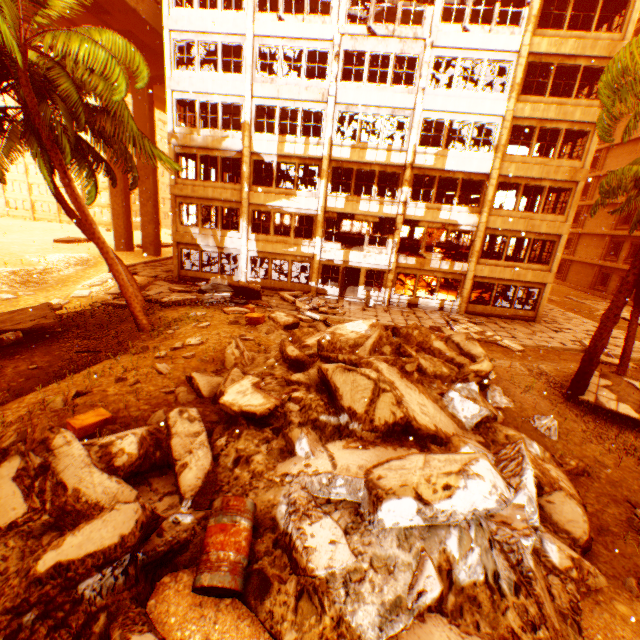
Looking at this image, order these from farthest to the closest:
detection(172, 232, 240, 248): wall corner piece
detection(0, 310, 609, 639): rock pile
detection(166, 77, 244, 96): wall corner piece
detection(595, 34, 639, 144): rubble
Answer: detection(172, 232, 240, 248): wall corner piece
detection(166, 77, 244, 96): wall corner piece
detection(595, 34, 639, 144): rubble
detection(0, 310, 609, 639): rock pile

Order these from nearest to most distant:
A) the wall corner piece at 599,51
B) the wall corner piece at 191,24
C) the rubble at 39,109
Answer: the rubble at 39,109
the wall corner piece at 599,51
the wall corner piece at 191,24

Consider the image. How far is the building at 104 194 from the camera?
54.62m

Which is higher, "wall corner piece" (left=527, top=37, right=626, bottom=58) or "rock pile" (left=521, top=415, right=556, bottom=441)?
"wall corner piece" (left=527, top=37, right=626, bottom=58)

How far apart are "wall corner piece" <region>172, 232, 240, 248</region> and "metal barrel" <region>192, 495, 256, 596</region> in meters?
19.5 m

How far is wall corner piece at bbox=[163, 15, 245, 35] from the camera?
18.12m

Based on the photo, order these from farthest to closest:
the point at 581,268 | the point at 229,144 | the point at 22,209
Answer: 1. the point at 22,209
2. the point at 581,268
3. the point at 229,144

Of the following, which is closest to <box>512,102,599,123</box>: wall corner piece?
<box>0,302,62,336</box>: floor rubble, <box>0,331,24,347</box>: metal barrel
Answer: <box>0,302,62,336</box>: floor rubble
